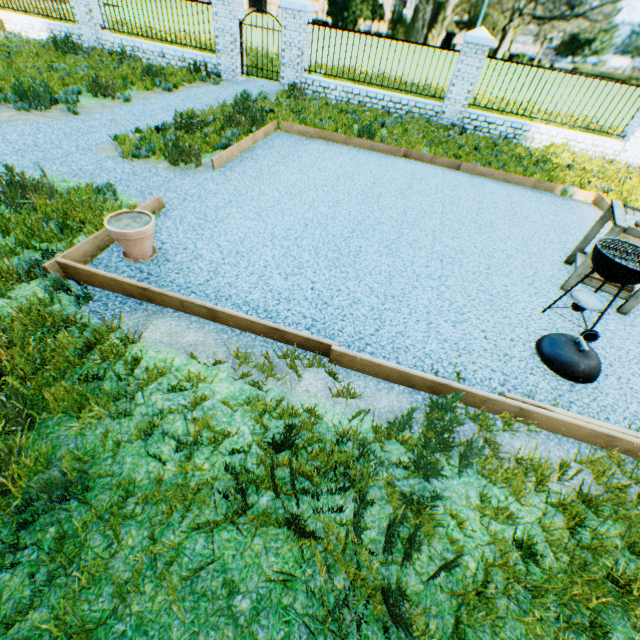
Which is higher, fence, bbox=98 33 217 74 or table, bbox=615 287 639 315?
fence, bbox=98 33 217 74

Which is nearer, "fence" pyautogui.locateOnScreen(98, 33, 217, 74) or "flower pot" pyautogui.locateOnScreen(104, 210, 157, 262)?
"flower pot" pyautogui.locateOnScreen(104, 210, 157, 262)

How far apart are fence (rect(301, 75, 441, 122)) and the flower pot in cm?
1021

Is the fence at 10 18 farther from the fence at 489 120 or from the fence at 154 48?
the fence at 489 120

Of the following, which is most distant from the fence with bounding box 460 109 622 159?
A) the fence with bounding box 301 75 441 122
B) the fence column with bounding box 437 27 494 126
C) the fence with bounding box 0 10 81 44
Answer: the fence with bounding box 0 10 81 44

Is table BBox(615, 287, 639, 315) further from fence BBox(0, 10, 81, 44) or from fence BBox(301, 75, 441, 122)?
fence BBox(0, 10, 81, 44)

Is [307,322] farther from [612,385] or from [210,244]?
[612,385]

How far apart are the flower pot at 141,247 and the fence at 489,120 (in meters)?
10.97
